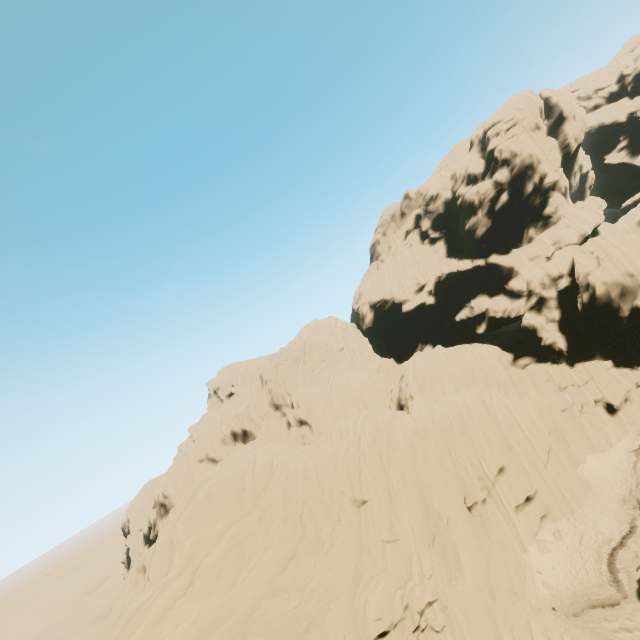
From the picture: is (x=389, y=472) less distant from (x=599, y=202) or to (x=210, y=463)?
(x=210, y=463)
